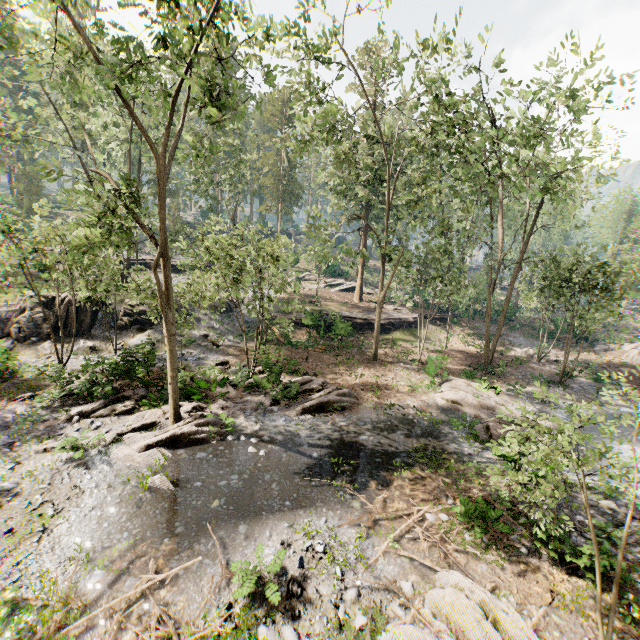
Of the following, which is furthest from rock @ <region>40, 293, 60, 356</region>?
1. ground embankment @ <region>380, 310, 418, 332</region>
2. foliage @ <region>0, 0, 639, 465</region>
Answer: ground embankment @ <region>380, 310, 418, 332</region>

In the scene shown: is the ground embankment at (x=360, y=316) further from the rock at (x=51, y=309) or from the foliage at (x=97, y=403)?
the rock at (x=51, y=309)

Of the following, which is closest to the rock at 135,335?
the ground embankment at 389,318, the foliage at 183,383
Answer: the foliage at 183,383

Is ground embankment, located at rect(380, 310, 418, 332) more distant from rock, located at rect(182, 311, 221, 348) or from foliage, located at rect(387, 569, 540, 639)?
rock, located at rect(182, 311, 221, 348)

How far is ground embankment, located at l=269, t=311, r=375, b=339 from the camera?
27.0 meters

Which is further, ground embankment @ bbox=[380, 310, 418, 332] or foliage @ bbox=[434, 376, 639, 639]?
ground embankment @ bbox=[380, 310, 418, 332]

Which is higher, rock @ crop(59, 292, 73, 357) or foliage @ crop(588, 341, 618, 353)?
rock @ crop(59, 292, 73, 357)

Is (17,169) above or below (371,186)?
above
